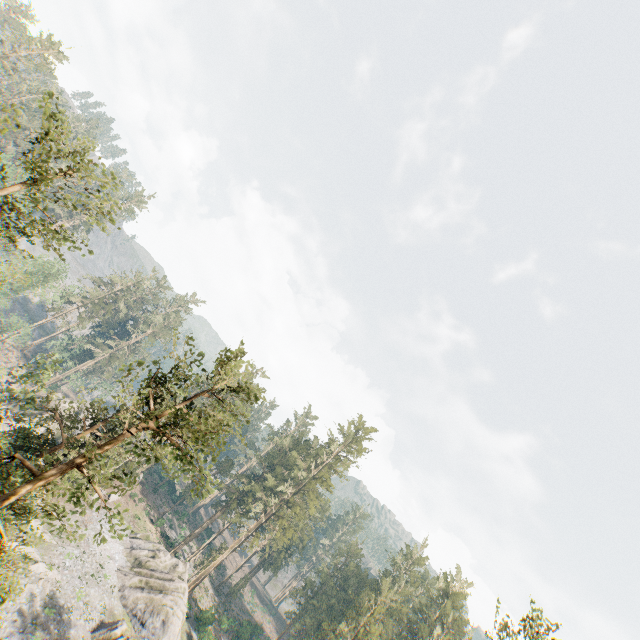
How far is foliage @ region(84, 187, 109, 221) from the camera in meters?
13.9 m

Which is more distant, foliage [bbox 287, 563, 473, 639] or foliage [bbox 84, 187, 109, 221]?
foliage [bbox 287, 563, 473, 639]

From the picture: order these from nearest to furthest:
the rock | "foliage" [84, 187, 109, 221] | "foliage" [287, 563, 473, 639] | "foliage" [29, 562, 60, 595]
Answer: "foliage" [84, 187, 109, 221], "foliage" [29, 562, 60, 595], the rock, "foliage" [287, 563, 473, 639]

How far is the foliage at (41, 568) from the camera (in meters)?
30.84

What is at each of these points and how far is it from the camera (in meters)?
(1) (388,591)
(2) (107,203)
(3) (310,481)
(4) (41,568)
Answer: (1) foliage, 46.41
(2) foliage, 15.02
(3) foliage, 59.66
(4) foliage, 31.73

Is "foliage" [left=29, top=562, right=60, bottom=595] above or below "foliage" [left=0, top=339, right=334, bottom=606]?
below
